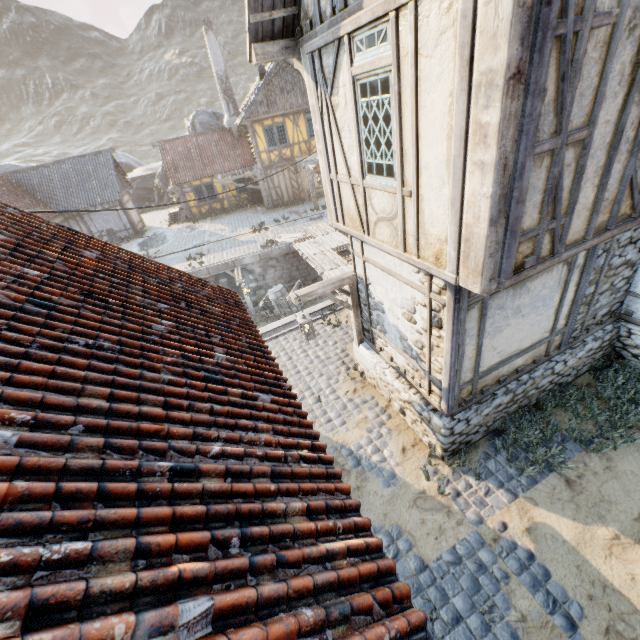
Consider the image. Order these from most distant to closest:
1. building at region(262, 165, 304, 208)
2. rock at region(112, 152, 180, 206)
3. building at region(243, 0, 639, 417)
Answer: rock at region(112, 152, 180, 206) → building at region(262, 165, 304, 208) → building at region(243, 0, 639, 417)

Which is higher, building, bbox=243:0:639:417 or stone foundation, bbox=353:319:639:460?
building, bbox=243:0:639:417

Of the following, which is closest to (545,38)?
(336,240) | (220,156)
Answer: (336,240)

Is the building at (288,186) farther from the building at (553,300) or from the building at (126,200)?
the building at (553,300)

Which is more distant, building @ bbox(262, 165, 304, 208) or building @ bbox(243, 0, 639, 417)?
building @ bbox(262, 165, 304, 208)

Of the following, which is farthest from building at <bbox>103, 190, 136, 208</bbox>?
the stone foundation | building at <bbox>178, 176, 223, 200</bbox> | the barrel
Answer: the stone foundation

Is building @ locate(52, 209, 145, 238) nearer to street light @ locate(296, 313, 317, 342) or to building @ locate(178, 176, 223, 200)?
building @ locate(178, 176, 223, 200)

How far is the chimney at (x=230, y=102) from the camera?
22.59m
